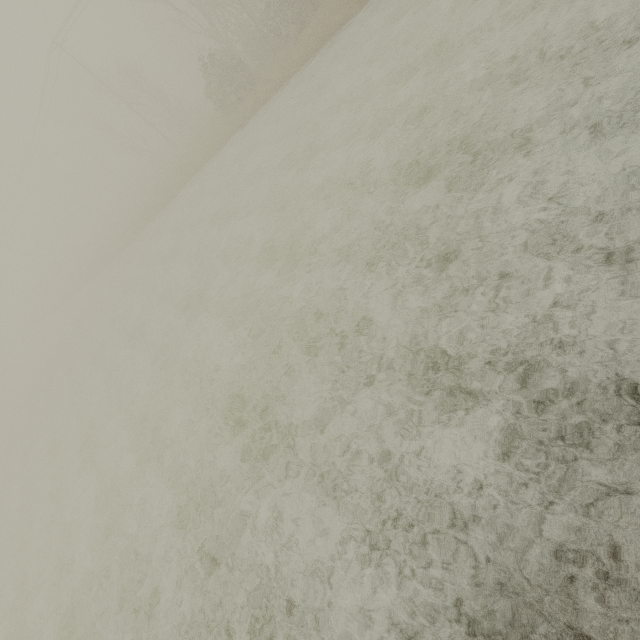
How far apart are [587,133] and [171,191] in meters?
27.6 m
